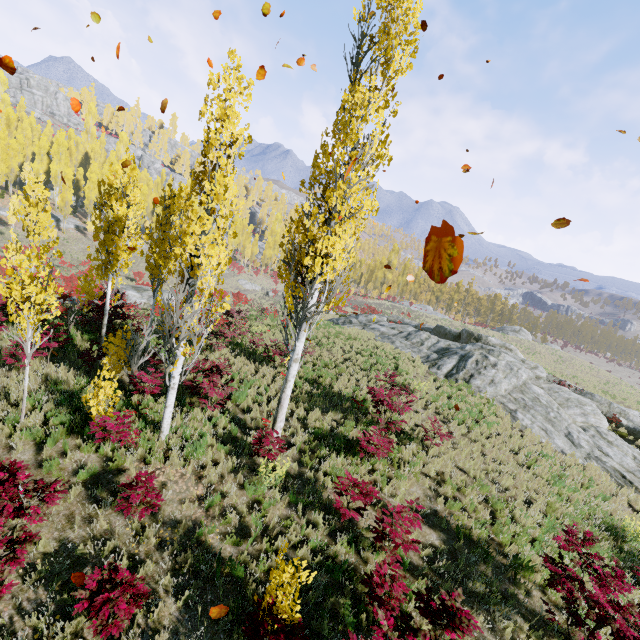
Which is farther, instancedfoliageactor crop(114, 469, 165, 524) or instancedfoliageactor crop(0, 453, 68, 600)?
instancedfoliageactor crop(114, 469, 165, 524)

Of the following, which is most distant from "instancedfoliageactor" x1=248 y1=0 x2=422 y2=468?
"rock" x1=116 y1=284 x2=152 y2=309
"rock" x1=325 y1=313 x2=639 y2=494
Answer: "rock" x1=116 y1=284 x2=152 y2=309

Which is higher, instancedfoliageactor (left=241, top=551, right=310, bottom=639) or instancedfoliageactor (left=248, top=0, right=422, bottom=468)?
instancedfoliageactor (left=248, top=0, right=422, bottom=468)

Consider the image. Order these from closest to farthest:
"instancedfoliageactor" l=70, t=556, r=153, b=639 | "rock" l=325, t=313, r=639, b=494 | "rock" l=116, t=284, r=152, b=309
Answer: "instancedfoliageactor" l=70, t=556, r=153, b=639 < "rock" l=325, t=313, r=639, b=494 < "rock" l=116, t=284, r=152, b=309

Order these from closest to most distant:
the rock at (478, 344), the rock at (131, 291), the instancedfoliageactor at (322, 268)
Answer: the instancedfoliageactor at (322, 268), the rock at (478, 344), the rock at (131, 291)

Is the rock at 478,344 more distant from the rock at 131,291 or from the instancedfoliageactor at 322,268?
the rock at 131,291

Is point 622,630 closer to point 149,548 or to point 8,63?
point 149,548
